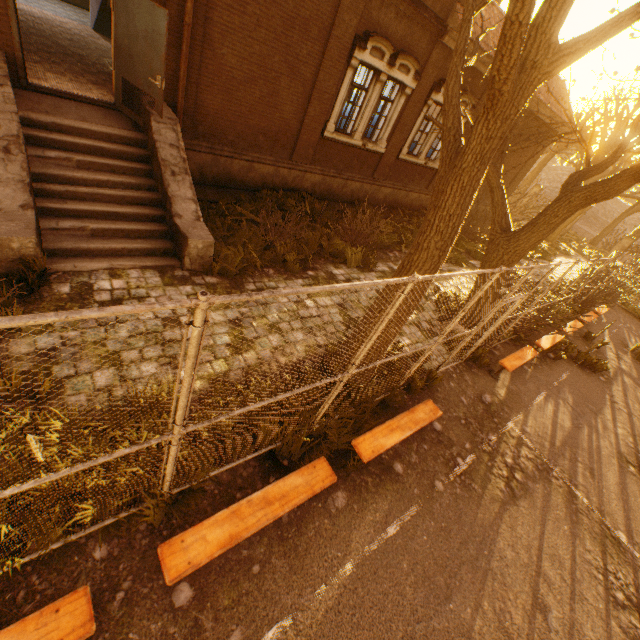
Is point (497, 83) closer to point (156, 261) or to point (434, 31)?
point (156, 261)

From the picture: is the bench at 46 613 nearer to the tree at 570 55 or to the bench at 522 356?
the tree at 570 55

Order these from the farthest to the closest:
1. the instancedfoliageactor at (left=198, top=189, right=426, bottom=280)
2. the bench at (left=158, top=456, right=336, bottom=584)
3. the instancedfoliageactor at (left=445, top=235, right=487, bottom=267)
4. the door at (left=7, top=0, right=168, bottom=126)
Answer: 1. the instancedfoliageactor at (left=445, top=235, right=487, bottom=267)
2. the instancedfoliageactor at (left=198, top=189, right=426, bottom=280)
3. the door at (left=7, top=0, right=168, bottom=126)
4. the bench at (left=158, top=456, right=336, bottom=584)

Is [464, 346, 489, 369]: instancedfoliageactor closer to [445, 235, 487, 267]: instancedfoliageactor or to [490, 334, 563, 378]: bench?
[490, 334, 563, 378]: bench

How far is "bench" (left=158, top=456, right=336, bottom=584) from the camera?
2.9m

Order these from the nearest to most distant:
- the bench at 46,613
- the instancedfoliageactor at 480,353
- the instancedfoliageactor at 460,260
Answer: the bench at 46,613
the instancedfoliageactor at 480,353
the instancedfoliageactor at 460,260

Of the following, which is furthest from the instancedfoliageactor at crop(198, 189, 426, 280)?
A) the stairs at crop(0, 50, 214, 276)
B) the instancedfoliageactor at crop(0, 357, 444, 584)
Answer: the instancedfoliageactor at crop(0, 357, 444, 584)

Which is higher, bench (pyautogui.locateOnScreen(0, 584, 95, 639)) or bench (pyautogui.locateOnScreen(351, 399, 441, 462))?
bench (pyautogui.locateOnScreen(351, 399, 441, 462))
